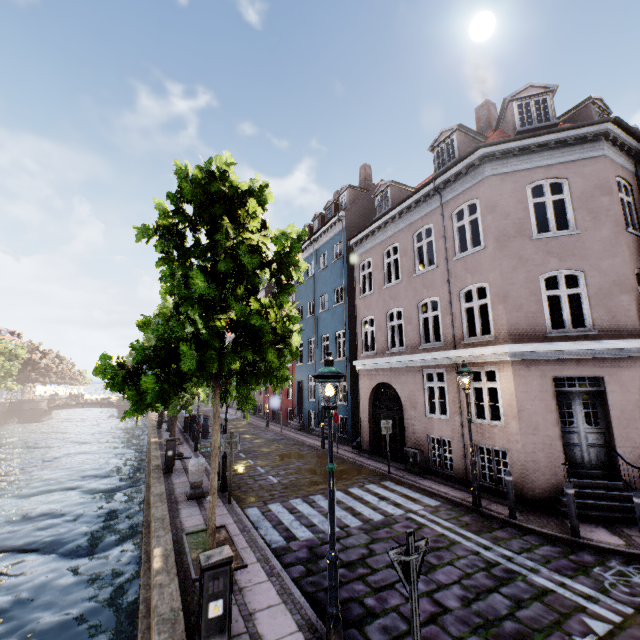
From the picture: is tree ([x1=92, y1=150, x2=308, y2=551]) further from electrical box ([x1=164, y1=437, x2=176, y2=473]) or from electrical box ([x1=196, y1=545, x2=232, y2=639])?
electrical box ([x1=164, y1=437, x2=176, y2=473])

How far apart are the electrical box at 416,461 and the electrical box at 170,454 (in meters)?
9.02

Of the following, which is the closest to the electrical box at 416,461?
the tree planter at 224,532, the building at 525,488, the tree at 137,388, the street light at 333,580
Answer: the building at 525,488

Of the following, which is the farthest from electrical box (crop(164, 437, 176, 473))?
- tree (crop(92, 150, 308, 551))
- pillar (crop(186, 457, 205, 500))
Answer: tree (crop(92, 150, 308, 551))

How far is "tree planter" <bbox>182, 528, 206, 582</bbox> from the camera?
5.9m

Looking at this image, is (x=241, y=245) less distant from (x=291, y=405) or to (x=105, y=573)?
(x=105, y=573)

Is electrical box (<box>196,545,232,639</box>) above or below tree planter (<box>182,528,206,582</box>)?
above

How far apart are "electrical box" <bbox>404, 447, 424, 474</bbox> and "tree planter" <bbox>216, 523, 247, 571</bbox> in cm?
723
